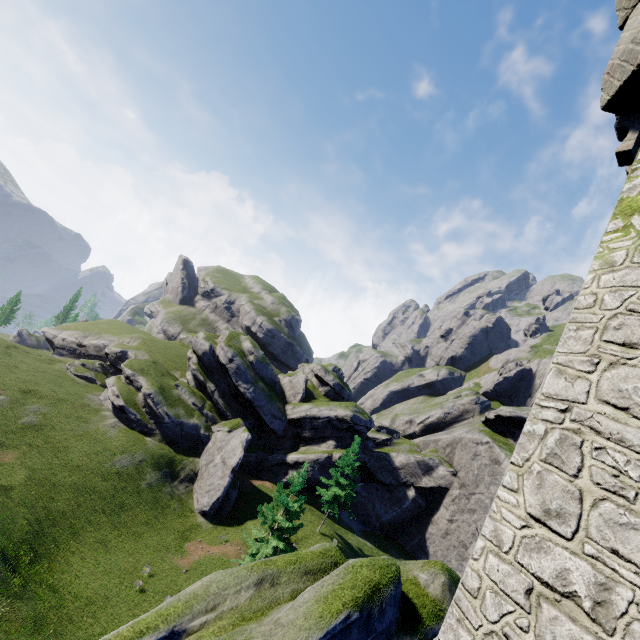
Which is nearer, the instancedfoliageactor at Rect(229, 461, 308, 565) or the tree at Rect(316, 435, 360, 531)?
the instancedfoliageactor at Rect(229, 461, 308, 565)

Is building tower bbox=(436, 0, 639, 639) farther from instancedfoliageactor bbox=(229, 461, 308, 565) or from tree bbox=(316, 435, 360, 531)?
tree bbox=(316, 435, 360, 531)

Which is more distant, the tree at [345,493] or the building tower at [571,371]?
the tree at [345,493]

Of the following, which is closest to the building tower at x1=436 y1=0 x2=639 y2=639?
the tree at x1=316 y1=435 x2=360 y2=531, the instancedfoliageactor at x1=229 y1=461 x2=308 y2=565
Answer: the instancedfoliageactor at x1=229 y1=461 x2=308 y2=565

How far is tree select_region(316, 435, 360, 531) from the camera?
33.50m

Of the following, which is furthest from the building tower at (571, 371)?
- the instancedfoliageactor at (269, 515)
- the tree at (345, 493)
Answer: the tree at (345, 493)

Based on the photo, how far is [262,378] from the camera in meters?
45.5

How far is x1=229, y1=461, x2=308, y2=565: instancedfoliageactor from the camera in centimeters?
2228cm
